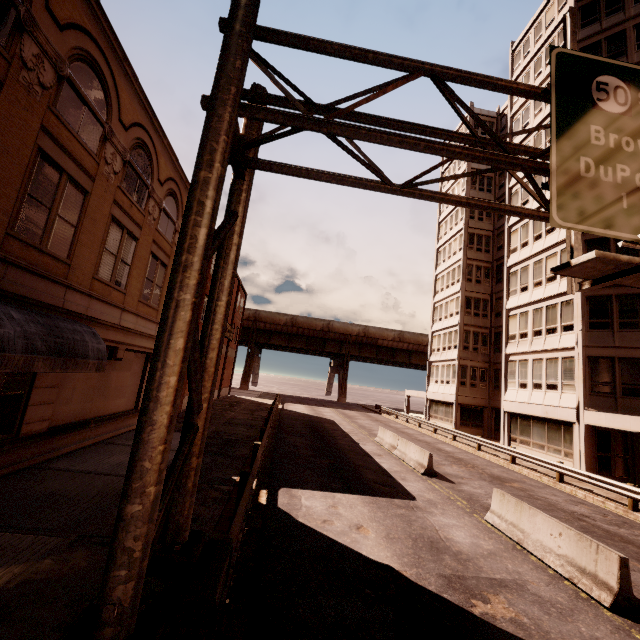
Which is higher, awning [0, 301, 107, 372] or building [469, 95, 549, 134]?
building [469, 95, 549, 134]

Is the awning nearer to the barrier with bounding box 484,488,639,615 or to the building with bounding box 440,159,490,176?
the barrier with bounding box 484,488,639,615

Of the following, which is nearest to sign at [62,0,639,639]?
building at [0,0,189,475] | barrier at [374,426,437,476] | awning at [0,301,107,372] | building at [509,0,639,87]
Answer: awning at [0,301,107,372]

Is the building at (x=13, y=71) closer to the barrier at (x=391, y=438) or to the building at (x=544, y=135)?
the barrier at (x=391, y=438)

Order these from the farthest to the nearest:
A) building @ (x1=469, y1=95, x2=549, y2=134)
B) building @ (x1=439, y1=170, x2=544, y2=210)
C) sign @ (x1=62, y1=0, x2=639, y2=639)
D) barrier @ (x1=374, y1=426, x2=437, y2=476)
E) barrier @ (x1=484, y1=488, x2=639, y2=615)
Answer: building @ (x1=439, y1=170, x2=544, y2=210)
building @ (x1=469, y1=95, x2=549, y2=134)
barrier @ (x1=374, y1=426, x2=437, y2=476)
barrier @ (x1=484, y1=488, x2=639, y2=615)
sign @ (x1=62, y1=0, x2=639, y2=639)

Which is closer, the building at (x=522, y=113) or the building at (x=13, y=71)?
the building at (x=13, y=71)

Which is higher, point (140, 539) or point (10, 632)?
point (140, 539)

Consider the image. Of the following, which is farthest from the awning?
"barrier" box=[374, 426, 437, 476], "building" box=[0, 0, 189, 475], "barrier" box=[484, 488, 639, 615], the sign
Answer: "barrier" box=[374, 426, 437, 476]
